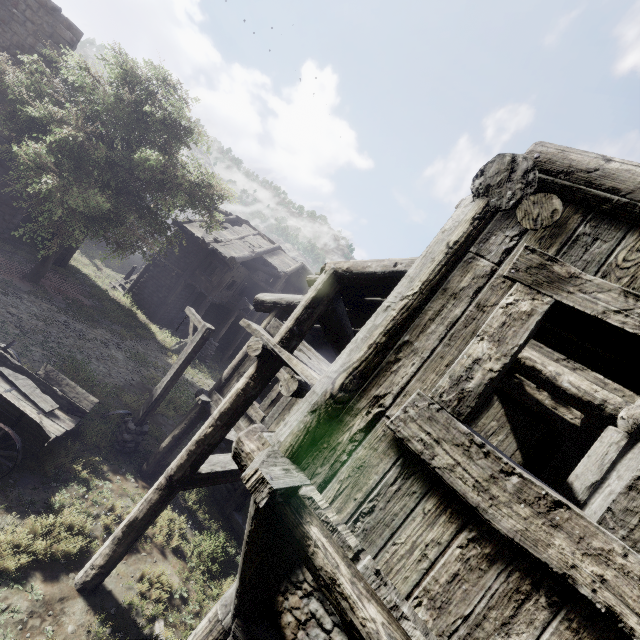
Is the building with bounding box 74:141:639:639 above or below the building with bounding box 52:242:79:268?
above

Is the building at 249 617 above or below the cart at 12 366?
above

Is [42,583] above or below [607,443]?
below

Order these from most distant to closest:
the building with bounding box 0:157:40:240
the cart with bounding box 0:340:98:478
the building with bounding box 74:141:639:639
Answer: the building with bounding box 0:157:40:240, the cart with bounding box 0:340:98:478, the building with bounding box 74:141:639:639

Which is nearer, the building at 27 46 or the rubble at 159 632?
the rubble at 159 632

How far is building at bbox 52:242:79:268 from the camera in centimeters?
1944cm

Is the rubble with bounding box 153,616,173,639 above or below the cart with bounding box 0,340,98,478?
below

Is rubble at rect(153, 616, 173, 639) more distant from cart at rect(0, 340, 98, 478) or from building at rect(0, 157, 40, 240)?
cart at rect(0, 340, 98, 478)
